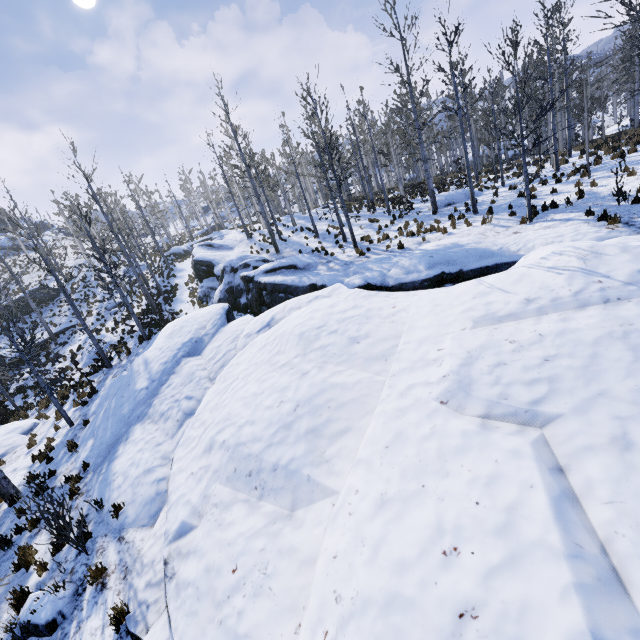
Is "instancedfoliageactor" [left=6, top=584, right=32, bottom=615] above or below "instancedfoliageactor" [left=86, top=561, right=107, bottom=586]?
below

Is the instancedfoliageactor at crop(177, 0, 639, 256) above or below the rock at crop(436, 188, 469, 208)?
above

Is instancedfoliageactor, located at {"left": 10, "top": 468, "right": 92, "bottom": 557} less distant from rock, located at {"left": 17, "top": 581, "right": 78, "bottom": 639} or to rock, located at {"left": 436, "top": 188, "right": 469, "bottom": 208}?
rock, located at {"left": 17, "top": 581, "right": 78, "bottom": 639}

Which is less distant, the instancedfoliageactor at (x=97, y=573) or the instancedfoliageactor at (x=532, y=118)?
the instancedfoliageactor at (x=97, y=573)

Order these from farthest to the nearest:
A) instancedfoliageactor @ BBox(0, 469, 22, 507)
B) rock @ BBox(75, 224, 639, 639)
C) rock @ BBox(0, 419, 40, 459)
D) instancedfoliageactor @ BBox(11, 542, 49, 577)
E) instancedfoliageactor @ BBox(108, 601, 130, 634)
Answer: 1. rock @ BBox(0, 419, 40, 459)
2. instancedfoliageactor @ BBox(0, 469, 22, 507)
3. instancedfoliageactor @ BBox(11, 542, 49, 577)
4. instancedfoliageactor @ BBox(108, 601, 130, 634)
5. rock @ BBox(75, 224, 639, 639)

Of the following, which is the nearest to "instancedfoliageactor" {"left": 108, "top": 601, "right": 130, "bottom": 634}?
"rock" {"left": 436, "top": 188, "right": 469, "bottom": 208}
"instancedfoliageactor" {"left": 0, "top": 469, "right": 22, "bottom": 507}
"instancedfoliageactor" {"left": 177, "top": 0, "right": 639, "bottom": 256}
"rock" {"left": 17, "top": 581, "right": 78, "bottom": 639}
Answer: "rock" {"left": 17, "top": 581, "right": 78, "bottom": 639}

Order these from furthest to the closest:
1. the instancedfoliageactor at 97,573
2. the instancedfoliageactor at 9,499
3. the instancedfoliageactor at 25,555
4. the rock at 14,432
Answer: the rock at 14,432 < the instancedfoliageactor at 9,499 < the instancedfoliageactor at 25,555 < the instancedfoliageactor at 97,573

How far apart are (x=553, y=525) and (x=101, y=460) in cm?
1084
